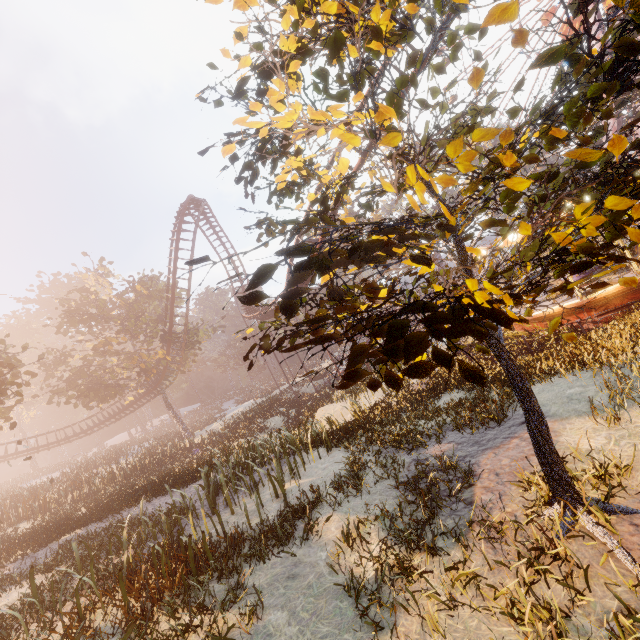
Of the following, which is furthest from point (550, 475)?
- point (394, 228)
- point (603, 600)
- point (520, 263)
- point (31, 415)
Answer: point (31, 415)

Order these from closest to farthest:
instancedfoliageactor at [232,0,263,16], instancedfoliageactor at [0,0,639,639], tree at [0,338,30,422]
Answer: instancedfoliageactor at [0,0,639,639]
instancedfoliageactor at [232,0,263,16]
tree at [0,338,30,422]

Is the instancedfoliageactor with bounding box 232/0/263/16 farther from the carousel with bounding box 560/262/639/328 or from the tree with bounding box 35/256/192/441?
the tree with bounding box 35/256/192/441

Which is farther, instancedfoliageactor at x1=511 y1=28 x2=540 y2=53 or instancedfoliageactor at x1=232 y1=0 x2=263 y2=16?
instancedfoliageactor at x1=232 y1=0 x2=263 y2=16

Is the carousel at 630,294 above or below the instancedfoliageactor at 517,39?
below

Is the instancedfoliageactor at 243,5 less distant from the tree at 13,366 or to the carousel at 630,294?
the carousel at 630,294

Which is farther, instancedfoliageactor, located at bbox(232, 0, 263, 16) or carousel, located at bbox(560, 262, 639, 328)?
carousel, located at bbox(560, 262, 639, 328)
